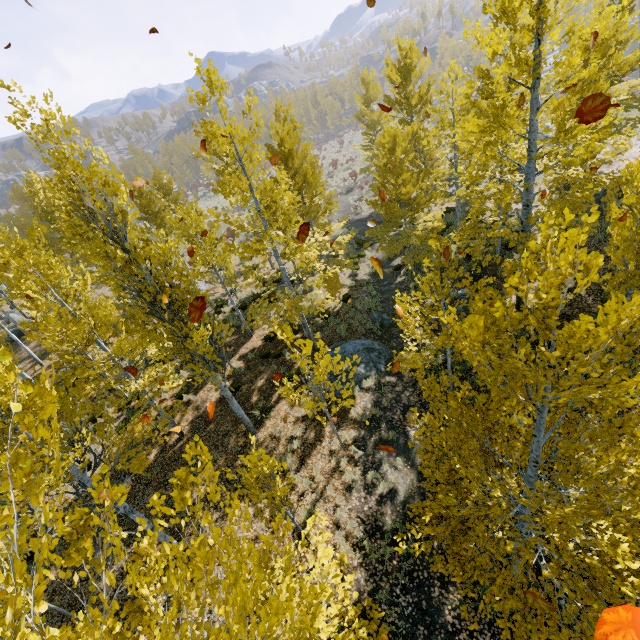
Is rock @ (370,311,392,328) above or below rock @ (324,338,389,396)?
below

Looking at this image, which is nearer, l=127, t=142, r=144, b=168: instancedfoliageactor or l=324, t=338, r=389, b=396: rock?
l=324, t=338, r=389, b=396: rock

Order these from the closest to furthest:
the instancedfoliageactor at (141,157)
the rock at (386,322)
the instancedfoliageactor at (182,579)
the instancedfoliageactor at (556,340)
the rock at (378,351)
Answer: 1. the instancedfoliageactor at (182,579)
2. the instancedfoliageactor at (556,340)
3. the rock at (378,351)
4. the rock at (386,322)
5. the instancedfoliageactor at (141,157)

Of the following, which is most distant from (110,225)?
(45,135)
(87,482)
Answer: (87,482)

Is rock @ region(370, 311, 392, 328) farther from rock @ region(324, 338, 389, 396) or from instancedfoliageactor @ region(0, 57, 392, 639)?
rock @ region(324, 338, 389, 396)

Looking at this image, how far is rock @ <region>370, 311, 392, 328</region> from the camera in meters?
15.2

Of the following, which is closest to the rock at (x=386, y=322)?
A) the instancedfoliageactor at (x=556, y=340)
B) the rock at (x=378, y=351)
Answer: the instancedfoliageactor at (x=556, y=340)

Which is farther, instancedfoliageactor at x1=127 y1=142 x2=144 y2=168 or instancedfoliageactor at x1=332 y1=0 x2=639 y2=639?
instancedfoliageactor at x1=127 y1=142 x2=144 y2=168
